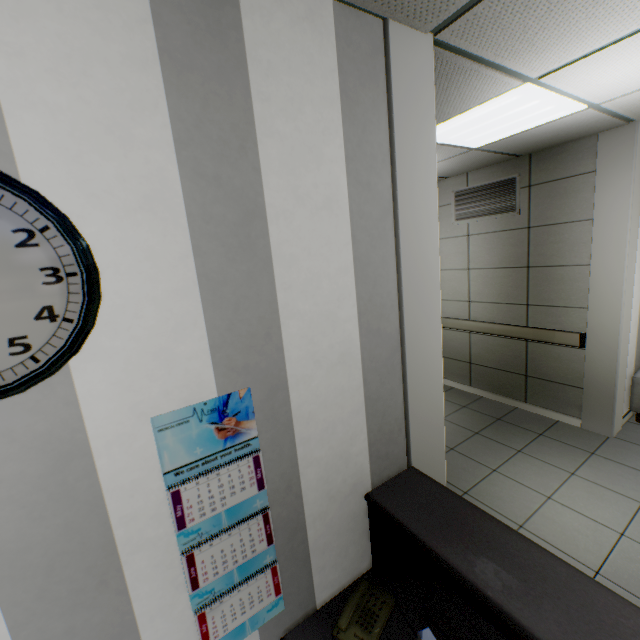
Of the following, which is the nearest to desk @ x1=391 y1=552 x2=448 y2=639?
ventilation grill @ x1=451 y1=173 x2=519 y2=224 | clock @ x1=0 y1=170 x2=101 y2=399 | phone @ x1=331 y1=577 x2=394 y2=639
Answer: phone @ x1=331 y1=577 x2=394 y2=639

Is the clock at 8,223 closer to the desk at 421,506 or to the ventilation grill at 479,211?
the desk at 421,506

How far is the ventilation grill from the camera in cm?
405

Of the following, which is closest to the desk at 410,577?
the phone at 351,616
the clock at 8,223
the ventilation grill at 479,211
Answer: the phone at 351,616

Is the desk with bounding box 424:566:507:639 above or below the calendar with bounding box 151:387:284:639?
below

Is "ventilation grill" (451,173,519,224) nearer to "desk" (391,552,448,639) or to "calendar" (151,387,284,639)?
"desk" (391,552,448,639)

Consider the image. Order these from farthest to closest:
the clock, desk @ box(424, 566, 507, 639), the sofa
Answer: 1. the sofa
2. desk @ box(424, 566, 507, 639)
3. the clock

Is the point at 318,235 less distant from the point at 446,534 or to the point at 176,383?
the point at 176,383
